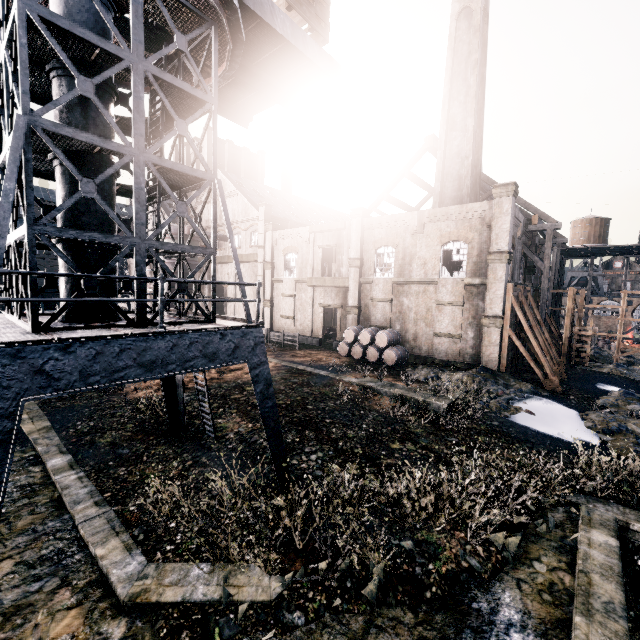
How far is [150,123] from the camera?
9.7 meters

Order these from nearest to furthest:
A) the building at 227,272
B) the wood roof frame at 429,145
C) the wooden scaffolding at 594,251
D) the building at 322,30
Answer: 1. the building at 322,30
2. the wooden scaffolding at 594,251
3. the wood roof frame at 429,145
4. the building at 227,272

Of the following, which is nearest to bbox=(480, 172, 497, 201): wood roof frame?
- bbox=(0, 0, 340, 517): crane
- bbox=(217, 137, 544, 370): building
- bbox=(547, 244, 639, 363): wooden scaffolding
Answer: bbox=(547, 244, 639, 363): wooden scaffolding

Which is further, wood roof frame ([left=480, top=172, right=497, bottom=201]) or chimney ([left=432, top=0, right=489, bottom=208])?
wood roof frame ([left=480, top=172, right=497, bottom=201])

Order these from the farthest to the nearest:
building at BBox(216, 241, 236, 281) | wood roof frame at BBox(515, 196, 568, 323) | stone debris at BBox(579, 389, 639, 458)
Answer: building at BBox(216, 241, 236, 281), wood roof frame at BBox(515, 196, 568, 323), stone debris at BBox(579, 389, 639, 458)

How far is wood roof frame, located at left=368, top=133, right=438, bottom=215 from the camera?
33.9m

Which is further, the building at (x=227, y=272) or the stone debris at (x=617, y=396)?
the building at (x=227, y=272)

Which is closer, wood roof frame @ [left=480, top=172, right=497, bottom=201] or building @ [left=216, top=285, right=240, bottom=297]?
wood roof frame @ [left=480, top=172, right=497, bottom=201]
